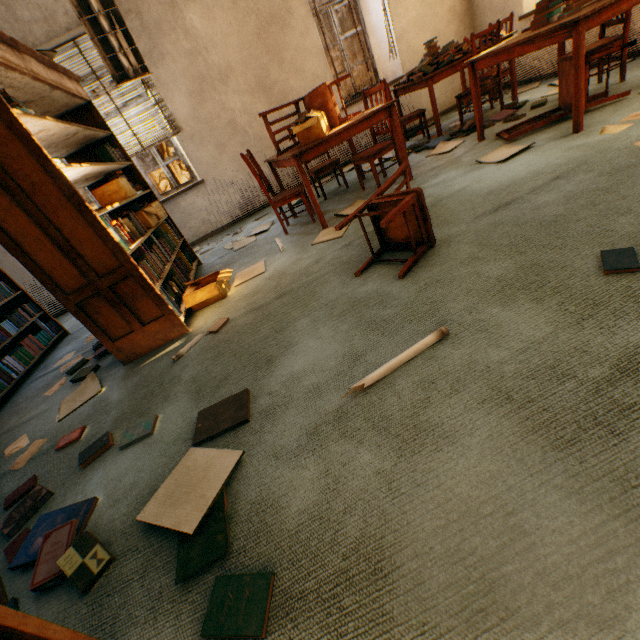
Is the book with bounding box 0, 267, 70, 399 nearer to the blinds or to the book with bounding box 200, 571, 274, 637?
the blinds

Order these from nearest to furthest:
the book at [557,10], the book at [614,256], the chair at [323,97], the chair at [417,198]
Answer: the book at [614,256] < the chair at [417,198] < the book at [557,10] < the chair at [323,97]

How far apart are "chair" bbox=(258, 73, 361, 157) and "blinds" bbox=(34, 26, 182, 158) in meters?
2.1

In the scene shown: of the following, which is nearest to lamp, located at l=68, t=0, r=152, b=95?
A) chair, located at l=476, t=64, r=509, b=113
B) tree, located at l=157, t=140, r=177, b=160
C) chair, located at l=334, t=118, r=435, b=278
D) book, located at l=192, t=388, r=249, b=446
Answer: chair, located at l=334, t=118, r=435, b=278

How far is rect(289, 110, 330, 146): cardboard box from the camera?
2.92m

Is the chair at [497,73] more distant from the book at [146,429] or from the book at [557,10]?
the book at [146,429]

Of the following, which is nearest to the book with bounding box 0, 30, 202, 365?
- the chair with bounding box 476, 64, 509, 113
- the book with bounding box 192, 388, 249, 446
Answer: the book with bounding box 192, 388, 249, 446

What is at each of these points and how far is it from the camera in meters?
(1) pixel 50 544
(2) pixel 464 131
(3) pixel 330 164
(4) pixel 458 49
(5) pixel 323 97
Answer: (1) book, 1.3 m
(2) book, 4.1 m
(3) chair, 4.2 m
(4) book, 4.0 m
(5) chair, 3.2 m
